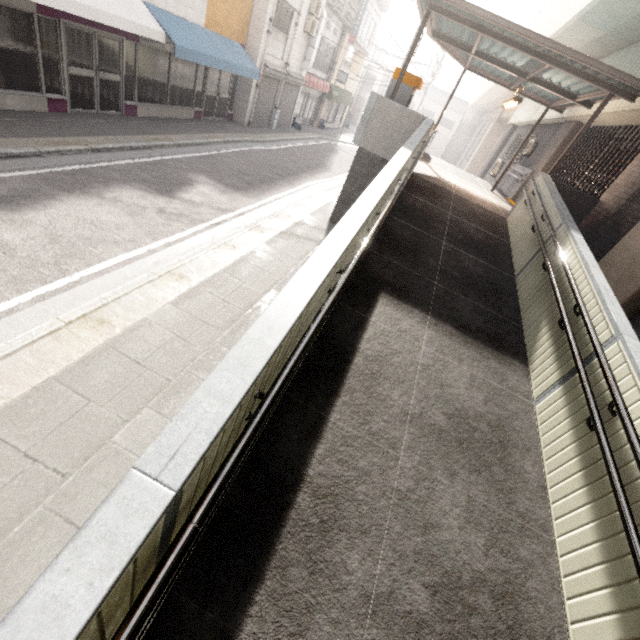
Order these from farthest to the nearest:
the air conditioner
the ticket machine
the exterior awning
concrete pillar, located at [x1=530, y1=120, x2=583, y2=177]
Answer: the air conditioner, concrete pillar, located at [x1=530, y1=120, x2=583, y2=177], the ticket machine, the exterior awning

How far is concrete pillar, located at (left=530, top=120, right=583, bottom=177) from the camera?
11.1m

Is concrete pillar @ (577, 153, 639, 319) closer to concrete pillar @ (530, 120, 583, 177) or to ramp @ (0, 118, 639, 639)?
ramp @ (0, 118, 639, 639)

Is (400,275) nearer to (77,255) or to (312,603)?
(312,603)

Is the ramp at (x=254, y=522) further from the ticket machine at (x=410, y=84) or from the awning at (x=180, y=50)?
the awning at (x=180, y=50)

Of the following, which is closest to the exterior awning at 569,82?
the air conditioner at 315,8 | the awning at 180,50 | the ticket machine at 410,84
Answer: the ticket machine at 410,84

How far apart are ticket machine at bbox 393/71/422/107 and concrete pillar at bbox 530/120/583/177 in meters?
6.3 m

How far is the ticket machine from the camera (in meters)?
8.09
